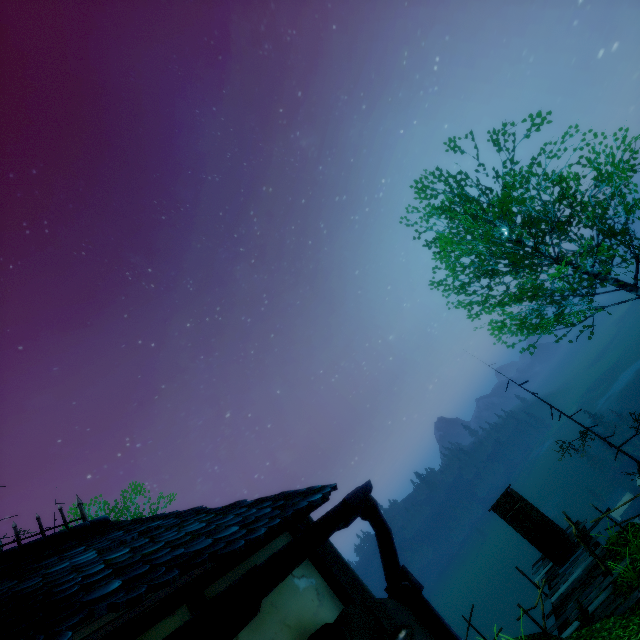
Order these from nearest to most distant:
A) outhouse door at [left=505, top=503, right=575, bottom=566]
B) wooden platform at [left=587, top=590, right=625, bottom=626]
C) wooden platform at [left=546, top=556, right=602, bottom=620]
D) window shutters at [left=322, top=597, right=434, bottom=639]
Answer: window shutters at [left=322, top=597, right=434, bottom=639]
wooden platform at [left=587, top=590, right=625, bottom=626]
wooden platform at [left=546, top=556, right=602, bottom=620]
outhouse door at [left=505, top=503, right=575, bottom=566]

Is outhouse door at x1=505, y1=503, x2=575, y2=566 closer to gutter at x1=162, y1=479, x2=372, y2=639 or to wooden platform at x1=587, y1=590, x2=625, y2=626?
wooden platform at x1=587, y1=590, x2=625, y2=626

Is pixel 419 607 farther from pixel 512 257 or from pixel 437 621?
pixel 512 257

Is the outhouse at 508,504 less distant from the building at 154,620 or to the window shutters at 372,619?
the building at 154,620

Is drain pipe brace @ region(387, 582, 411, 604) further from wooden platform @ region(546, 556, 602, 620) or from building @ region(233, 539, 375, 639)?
wooden platform @ region(546, 556, 602, 620)

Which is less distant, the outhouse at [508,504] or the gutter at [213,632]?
the gutter at [213,632]

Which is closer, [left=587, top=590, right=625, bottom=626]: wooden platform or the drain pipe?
the drain pipe

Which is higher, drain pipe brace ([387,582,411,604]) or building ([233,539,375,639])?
building ([233,539,375,639])
